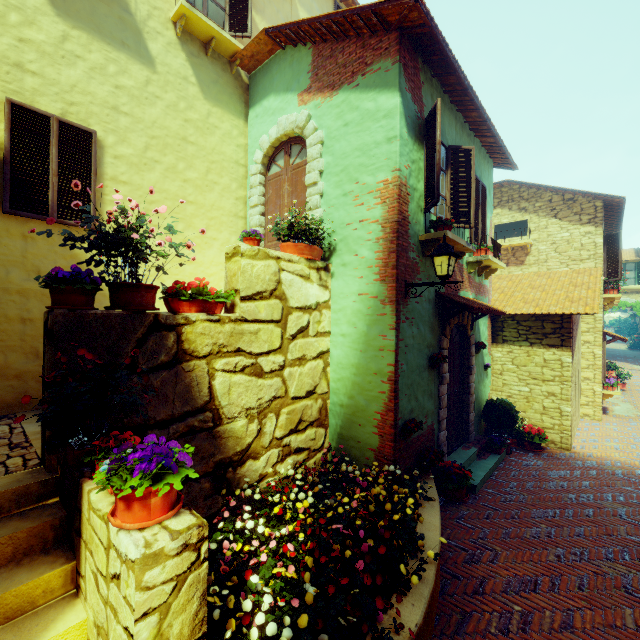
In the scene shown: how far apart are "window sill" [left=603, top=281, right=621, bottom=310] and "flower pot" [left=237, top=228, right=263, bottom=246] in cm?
1258

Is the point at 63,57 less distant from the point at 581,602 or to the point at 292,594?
the point at 292,594

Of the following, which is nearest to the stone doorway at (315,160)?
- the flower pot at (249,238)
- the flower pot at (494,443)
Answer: the flower pot at (249,238)

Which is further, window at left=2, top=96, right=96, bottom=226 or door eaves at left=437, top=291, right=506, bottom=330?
door eaves at left=437, top=291, right=506, bottom=330

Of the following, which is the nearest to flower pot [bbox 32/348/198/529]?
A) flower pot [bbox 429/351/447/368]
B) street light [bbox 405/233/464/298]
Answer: street light [bbox 405/233/464/298]

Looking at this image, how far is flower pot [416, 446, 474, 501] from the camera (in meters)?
5.53

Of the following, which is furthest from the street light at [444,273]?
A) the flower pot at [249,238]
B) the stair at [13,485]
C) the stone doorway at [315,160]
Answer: the stair at [13,485]

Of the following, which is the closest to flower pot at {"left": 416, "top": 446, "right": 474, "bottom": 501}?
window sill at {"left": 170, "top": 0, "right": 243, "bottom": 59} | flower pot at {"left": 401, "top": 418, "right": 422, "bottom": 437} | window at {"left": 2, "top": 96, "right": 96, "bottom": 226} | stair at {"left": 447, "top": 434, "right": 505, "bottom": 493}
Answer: stair at {"left": 447, "top": 434, "right": 505, "bottom": 493}
